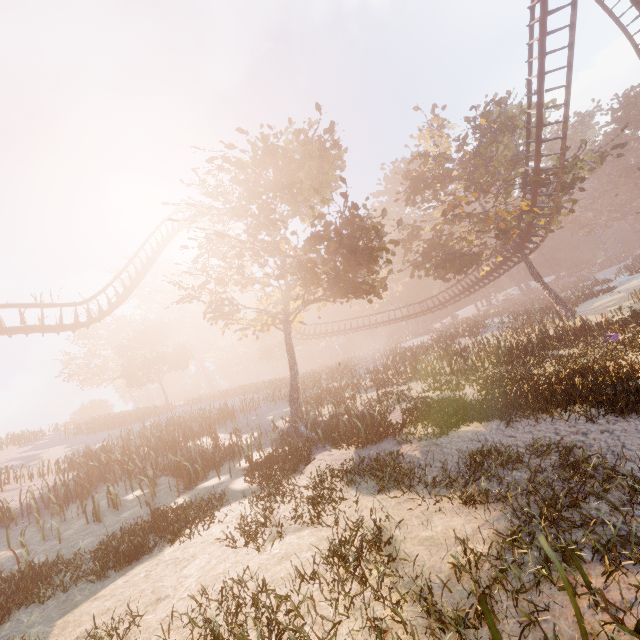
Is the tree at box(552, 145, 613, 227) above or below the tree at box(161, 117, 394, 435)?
above

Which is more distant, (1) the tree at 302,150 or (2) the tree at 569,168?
(2) the tree at 569,168

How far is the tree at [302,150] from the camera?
13.3m

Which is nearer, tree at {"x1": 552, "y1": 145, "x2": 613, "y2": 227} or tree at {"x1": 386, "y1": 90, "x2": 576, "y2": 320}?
tree at {"x1": 552, "y1": 145, "x2": 613, "y2": 227}

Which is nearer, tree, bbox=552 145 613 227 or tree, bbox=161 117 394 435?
tree, bbox=161 117 394 435

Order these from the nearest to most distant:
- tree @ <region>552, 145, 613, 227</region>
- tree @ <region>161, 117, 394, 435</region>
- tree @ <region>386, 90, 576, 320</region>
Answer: tree @ <region>161, 117, 394, 435</region>, tree @ <region>552, 145, 613, 227</region>, tree @ <region>386, 90, 576, 320</region>

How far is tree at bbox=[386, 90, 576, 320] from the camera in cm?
2327

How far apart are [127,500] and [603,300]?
39.66m
